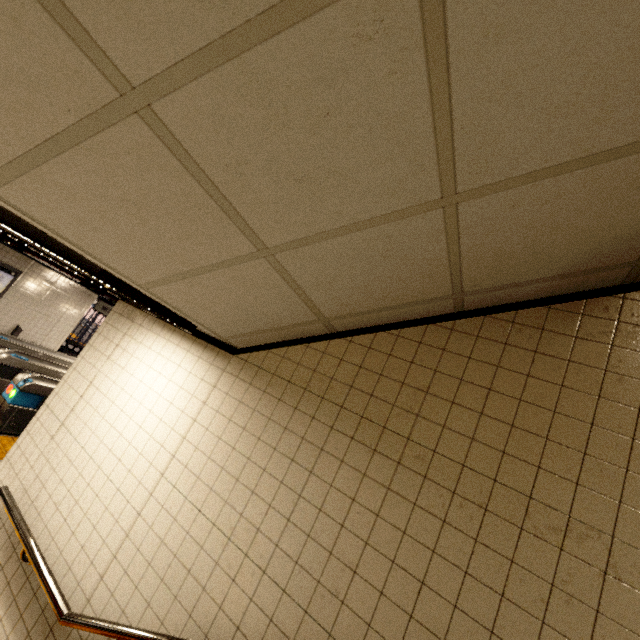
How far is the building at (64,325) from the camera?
10.3 meters

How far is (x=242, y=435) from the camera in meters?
2.3 m

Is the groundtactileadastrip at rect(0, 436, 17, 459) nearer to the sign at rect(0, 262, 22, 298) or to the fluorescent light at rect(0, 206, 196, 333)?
the sign at rect(0, 262, 22, 298)

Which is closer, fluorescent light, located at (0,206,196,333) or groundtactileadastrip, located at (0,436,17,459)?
fluorescent light, located at (0,206,196,333)

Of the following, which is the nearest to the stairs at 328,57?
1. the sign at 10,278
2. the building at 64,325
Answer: the building at 64,325

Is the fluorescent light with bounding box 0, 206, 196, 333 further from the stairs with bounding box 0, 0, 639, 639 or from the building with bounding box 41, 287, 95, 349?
the building with bounding box 41, 287, 95, 349

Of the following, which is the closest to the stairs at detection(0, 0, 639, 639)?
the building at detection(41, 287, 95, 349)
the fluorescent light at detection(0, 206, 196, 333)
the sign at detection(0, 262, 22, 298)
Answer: the fluorescent light at detection(0, 206, 196, 333)

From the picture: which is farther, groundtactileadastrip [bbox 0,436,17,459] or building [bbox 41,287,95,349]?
building [bbox 41,287,95,349]
